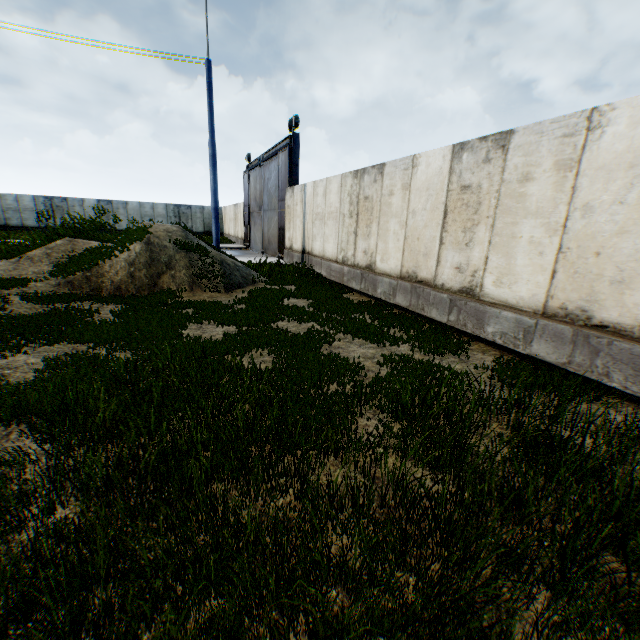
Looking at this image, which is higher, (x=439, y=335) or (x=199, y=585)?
(x=199, y=585)

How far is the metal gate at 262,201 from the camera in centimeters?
1589cm

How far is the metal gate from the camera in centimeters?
1589cm
